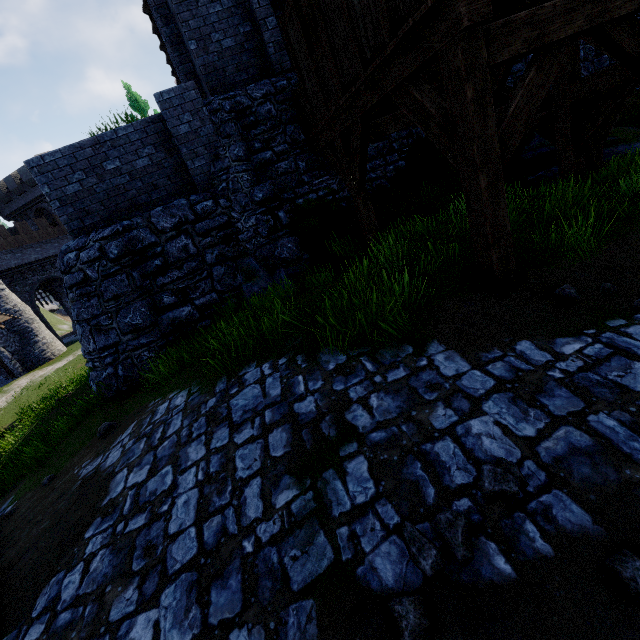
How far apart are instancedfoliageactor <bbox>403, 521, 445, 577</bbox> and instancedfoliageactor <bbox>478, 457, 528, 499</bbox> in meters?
0.2 m

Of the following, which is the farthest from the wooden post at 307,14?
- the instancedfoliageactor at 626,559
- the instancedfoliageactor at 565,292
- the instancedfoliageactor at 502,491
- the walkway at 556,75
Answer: the instancedfoliageactor at 626,559

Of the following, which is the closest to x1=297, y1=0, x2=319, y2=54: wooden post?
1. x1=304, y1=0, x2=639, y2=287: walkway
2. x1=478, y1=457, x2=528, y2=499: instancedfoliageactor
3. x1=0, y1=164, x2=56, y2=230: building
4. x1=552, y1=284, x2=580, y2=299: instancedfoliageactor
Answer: x1=304, y1=0, x2=639, y2=287: walkway

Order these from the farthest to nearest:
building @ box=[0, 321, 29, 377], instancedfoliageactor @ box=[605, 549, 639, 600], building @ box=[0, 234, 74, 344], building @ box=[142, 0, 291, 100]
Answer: building @ box=[0, 234, 74, 344]
building @ box=[0, 321, 29, 377]
building @ box=[142, 0, 291, 100]
instancedfoliageactor @ box=[605, 549, 639, 600]

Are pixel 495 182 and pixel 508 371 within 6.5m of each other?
yes

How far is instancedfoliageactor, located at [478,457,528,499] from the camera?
1.98m

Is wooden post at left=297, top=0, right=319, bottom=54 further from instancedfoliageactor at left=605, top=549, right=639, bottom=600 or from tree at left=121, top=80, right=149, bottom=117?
tree at left=121, top=80, right=149, bottom=117

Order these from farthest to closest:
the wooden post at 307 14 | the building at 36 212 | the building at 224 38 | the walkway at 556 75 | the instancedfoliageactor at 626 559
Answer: the building at 36 212 → the building at 224 38 → the wooden post at 307 14 → the walkway at 556 75 → the instancedfoliageactor at 626 559
